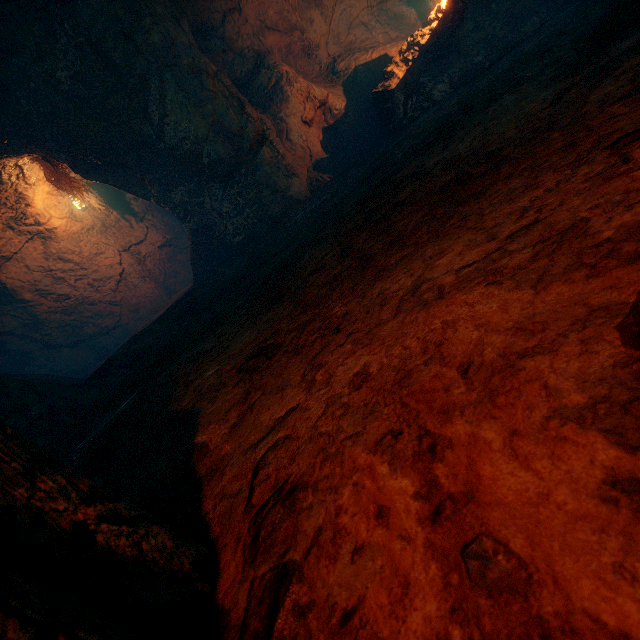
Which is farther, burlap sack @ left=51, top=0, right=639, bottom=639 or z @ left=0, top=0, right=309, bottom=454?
z @ left=0, top=0, right=309, bottom=454

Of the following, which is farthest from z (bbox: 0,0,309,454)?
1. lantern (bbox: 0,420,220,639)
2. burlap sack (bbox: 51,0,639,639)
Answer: lantern (bbox: 0,420,220,639)

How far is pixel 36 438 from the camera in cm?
328

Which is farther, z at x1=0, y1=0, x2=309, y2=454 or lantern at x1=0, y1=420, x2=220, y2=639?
z at x1=0, y1=0, x2=309, y2=454

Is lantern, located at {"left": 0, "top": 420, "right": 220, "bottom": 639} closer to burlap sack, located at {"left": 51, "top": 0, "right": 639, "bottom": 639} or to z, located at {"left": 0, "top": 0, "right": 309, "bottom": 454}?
burlap sack, located at {"left": 51, "top": 0, "right": 639, "bottom": 639}

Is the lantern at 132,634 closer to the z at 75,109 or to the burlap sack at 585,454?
the burlap sack at 585,454
